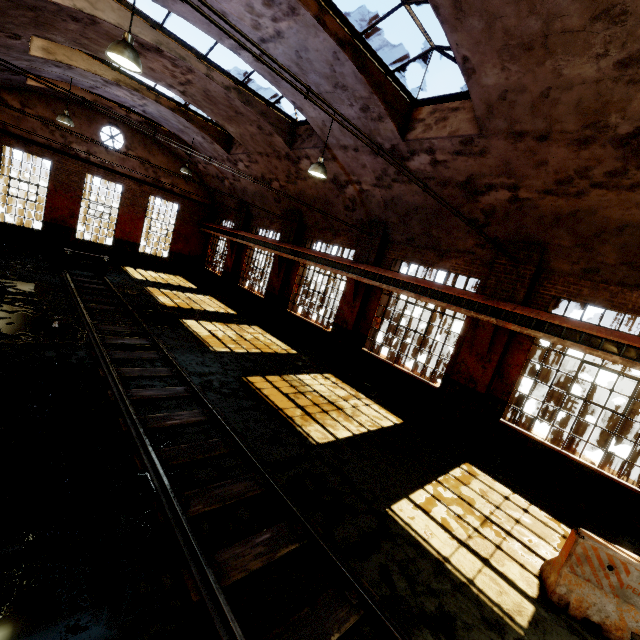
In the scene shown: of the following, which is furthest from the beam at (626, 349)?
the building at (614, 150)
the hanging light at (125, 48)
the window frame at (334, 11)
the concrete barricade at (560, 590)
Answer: the hanging light at (125, 48)

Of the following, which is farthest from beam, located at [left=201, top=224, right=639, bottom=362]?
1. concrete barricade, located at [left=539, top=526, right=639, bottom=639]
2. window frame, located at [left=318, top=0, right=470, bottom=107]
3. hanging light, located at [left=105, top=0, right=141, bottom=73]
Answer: hanging light, located at [left=105, top=0, right=141, bottom=73]

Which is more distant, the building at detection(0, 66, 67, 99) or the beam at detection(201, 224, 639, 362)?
the building at detection(0, 66, 67, 99)

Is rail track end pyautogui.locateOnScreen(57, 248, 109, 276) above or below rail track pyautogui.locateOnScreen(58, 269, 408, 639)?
above

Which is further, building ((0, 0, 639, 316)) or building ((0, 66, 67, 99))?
building ((0, 66, 67, 99))

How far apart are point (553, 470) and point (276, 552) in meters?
7.3

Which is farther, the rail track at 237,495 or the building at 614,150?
the building at 614,150

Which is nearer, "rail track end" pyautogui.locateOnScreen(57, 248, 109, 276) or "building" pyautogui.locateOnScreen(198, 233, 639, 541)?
"building" pyautogui.locateOnScreen(198, 233, 639, 541)
